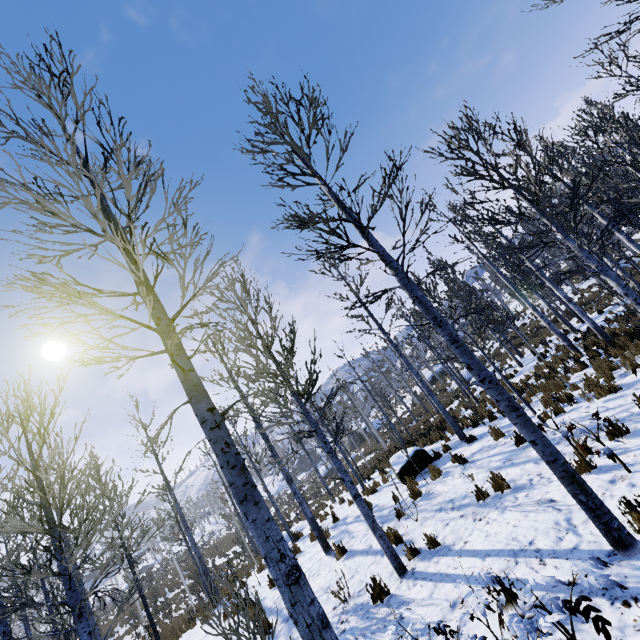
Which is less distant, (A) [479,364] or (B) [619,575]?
(B) [619,575]

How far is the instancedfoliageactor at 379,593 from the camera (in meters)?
5.36

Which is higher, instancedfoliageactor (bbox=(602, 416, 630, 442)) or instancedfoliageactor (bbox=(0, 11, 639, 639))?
instancedfoliageactor (bbox=(0, 11, 639, 639))

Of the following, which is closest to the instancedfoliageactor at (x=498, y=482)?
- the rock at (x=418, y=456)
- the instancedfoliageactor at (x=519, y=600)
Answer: the rock at (x=418, y=456)

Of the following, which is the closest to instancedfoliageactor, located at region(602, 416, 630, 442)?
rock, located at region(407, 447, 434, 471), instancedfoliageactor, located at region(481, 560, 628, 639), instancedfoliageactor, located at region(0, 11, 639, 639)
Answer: instancedfoliageactor, located at region(0, 11, 639, 639)

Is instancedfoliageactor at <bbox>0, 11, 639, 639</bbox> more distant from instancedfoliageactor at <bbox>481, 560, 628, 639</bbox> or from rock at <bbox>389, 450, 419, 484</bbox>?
instancedfoliageactor at <bbox>481, 560, 628, 639</bbox>

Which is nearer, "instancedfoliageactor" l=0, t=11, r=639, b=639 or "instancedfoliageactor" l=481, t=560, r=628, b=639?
"instancedfoliageactor" l=481, t=560, r=628, b=639
